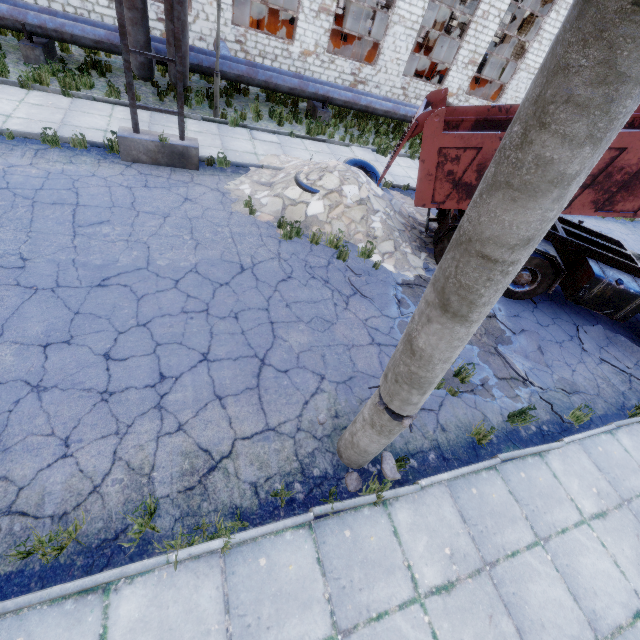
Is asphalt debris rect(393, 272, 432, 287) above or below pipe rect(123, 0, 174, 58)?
below

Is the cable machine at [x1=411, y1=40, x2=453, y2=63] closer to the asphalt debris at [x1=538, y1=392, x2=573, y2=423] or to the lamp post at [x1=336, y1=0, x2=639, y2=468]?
the asphalt debris at [x1=538, y1=392, x2=573, y2=423]

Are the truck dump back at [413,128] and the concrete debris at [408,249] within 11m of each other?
yes

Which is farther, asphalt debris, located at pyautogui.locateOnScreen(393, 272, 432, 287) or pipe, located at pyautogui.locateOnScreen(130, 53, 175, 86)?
pipe, located at pyautogui.locateOnScreen(130, 53, 175, 86)

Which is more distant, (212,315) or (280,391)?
(212,315)

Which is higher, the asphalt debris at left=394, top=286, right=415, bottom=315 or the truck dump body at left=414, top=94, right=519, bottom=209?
the truck dump body at left=414, top=94, right=519, bottom=209

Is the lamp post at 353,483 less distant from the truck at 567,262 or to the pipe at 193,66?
the pipe at 193,66

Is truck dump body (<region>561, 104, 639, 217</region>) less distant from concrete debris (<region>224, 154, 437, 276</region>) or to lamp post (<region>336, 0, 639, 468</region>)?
concrete debris (<region>224, 154, 437, 276</region>)
